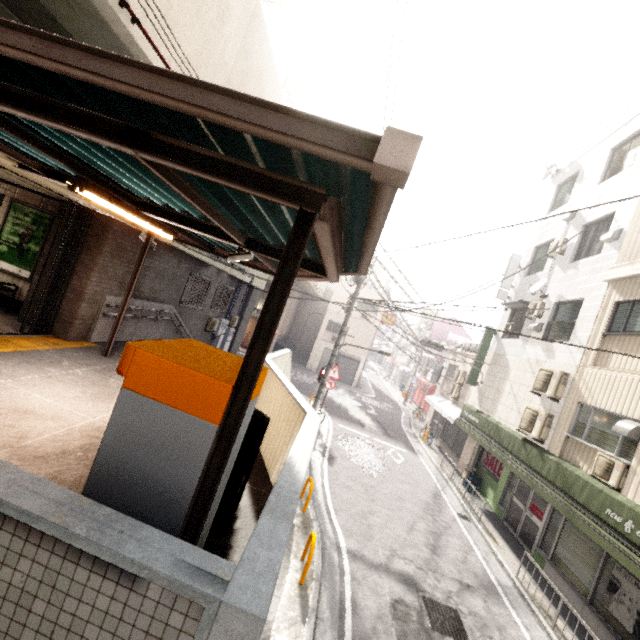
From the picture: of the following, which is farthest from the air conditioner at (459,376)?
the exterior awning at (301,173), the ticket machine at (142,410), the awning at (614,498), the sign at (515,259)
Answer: the ticket machine at (142,410)

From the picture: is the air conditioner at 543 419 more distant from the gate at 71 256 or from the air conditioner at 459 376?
the air conditioner at 459 376

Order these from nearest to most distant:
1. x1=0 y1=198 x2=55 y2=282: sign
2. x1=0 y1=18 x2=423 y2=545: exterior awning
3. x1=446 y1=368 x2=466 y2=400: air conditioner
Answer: x1=0 y1=18 x2=423 y2=545: exterior awning
x1=0 y1=198 x2=55 y2=282: sign
x1=446 y1=368 x2=466 y2=400: air conditioner

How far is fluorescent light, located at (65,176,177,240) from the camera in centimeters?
361cm

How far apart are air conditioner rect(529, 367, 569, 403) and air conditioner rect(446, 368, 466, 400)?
8.42m

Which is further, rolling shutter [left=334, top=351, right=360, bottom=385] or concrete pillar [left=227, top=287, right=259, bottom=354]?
rolling shutter [left=334, top=351, right=360, bottom=385]

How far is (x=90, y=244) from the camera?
7.3m

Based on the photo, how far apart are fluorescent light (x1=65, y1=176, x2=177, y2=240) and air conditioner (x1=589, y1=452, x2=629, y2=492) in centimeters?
1036cm
